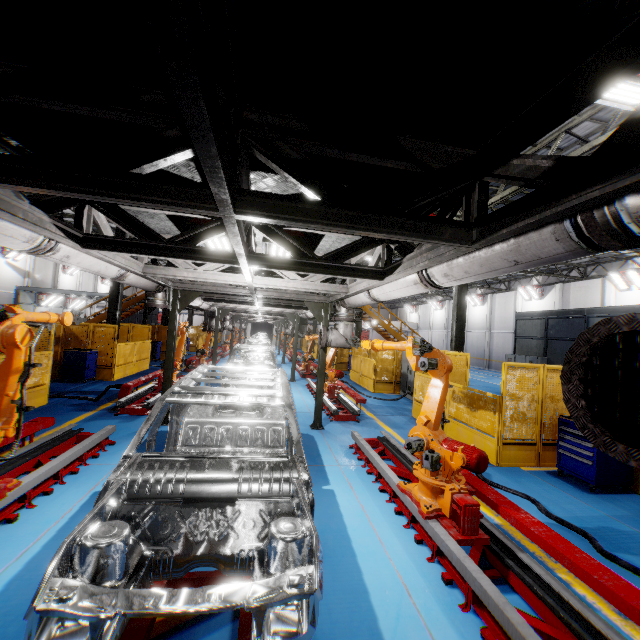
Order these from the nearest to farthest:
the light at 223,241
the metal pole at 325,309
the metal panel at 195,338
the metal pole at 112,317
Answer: the light at 223,241 → the metal pole at 325,309 → the metal pole at 112,317 → the metal panel at 195,338

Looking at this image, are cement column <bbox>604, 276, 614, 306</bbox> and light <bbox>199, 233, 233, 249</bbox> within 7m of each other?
no

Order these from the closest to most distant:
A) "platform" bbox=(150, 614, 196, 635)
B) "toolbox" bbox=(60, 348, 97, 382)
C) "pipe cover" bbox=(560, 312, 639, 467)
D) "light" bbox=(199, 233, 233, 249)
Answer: "pipe cover" bbox=(560, 312, 639, 467) < "platform" bbox=(150, 614, 196, 635) < "light" bbox=(199, 233, 233, 249) < "toolbox" bbox=(60, 348, 97, 382)

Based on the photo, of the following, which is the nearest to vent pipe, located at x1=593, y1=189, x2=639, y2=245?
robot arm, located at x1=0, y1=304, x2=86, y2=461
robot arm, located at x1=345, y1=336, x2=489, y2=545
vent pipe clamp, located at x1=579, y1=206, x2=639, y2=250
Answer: vent pipe clamp, located at x1=579, y1=206, x2=639, y2=250

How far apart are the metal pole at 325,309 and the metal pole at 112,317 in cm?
1081

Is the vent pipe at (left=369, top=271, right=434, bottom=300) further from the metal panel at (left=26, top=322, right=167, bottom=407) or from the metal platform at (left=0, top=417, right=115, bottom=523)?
the metal platform at (left=0, top=417, right=115, bottom=523)

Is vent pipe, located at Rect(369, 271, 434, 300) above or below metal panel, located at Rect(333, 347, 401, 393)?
above

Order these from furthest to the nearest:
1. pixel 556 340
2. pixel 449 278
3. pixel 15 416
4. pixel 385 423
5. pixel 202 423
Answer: pixel 556 340 → pixel 385 423 → pixel 202 423 → pixel 15 416 → pixel 449 278
